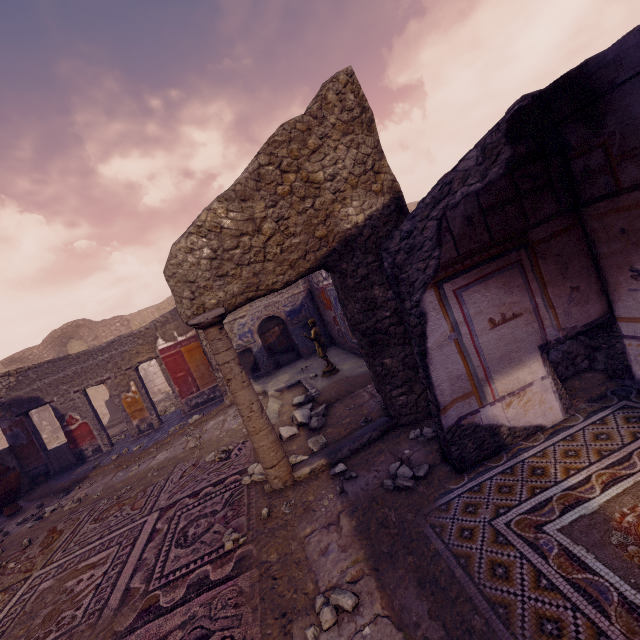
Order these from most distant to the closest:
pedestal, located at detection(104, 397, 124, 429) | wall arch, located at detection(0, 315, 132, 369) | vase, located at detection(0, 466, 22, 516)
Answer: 1. wall arch, located at detection(0, 315, 132, 369)
2. pedestal, located at detection(104, 397, 124, 429)
3. vase, located at detection(0, 466, 22, 516)

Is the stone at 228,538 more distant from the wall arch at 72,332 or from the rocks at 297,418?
the wall arch at 72,332

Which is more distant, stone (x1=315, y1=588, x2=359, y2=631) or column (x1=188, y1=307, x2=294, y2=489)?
column (x1=188, y1=307, x2=294, y2=489)

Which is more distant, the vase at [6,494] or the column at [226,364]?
the vase at [6,494]

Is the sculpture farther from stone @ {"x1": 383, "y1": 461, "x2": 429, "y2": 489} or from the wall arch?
the wall arch

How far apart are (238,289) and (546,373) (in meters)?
3.08

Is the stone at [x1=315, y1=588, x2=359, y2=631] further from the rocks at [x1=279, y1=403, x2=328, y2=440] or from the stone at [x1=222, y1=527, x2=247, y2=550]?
the rocks at [x1=279, y1=403, x2=328, y2=440]

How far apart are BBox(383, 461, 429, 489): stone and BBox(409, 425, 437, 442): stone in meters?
0.4
